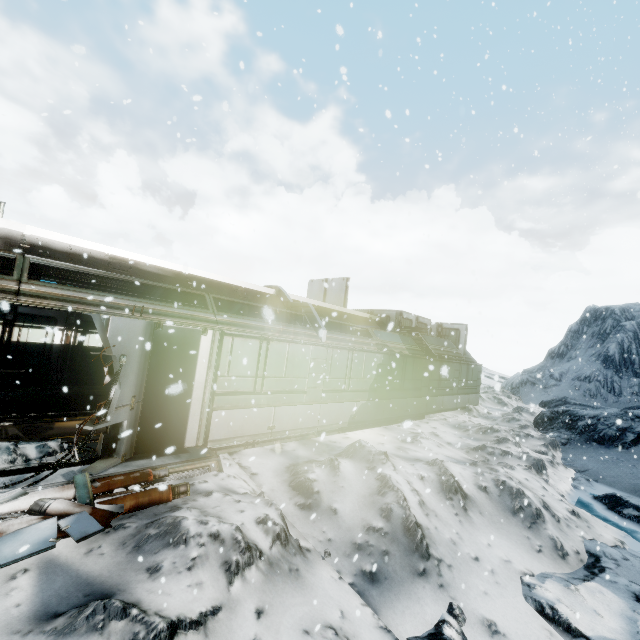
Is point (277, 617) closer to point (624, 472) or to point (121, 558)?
point (121, 558)

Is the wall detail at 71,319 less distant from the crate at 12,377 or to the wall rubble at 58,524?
the crate at 12,377

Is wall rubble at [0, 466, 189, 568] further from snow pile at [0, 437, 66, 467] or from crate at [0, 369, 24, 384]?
crate at [0, 369, 24, 384]

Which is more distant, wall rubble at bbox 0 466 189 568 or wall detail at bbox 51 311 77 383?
wall detail at bbox 51 311 77 383

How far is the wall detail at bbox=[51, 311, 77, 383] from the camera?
11.8 meters

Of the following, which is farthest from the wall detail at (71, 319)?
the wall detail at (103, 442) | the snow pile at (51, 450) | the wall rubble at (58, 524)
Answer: the wall rubble at (58, 524)

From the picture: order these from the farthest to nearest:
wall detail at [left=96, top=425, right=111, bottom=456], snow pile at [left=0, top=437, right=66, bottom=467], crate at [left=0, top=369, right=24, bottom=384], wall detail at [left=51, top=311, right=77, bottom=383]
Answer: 1. wall detail at [left=51, top=311, right=77, bottom=383]
2. crate at [left=0, top=369, right=24, bottom=384]
3. wall detail at [left=96, top=425, right=111, bottom=456]
4. snow pile at [left=0, top=437, right=66, bottom=467]

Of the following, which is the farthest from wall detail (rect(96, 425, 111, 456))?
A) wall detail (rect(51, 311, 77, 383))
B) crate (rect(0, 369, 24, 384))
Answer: wall detail (rect(51, 311, 77, 383))
